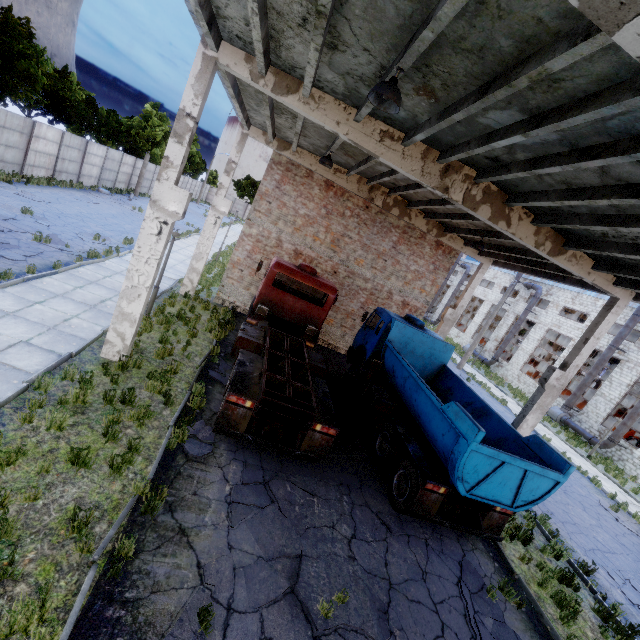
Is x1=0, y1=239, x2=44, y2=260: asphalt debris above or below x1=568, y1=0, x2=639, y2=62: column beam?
below

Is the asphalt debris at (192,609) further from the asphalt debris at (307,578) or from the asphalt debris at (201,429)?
the asphalt debris at (201,429)

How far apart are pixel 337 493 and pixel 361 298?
10.78m

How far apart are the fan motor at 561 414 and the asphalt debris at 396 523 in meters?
25.7

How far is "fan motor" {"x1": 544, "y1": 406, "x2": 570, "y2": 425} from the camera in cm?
2645

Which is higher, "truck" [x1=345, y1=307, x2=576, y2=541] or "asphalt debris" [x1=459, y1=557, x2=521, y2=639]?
"truck" [x1=345, y1=307, x2=576, y2=541]

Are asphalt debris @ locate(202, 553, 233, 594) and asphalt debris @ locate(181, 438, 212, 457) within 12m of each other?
→ yes

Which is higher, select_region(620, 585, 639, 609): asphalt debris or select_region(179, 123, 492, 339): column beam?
select_region(179, 123, 492, 339): column beam
